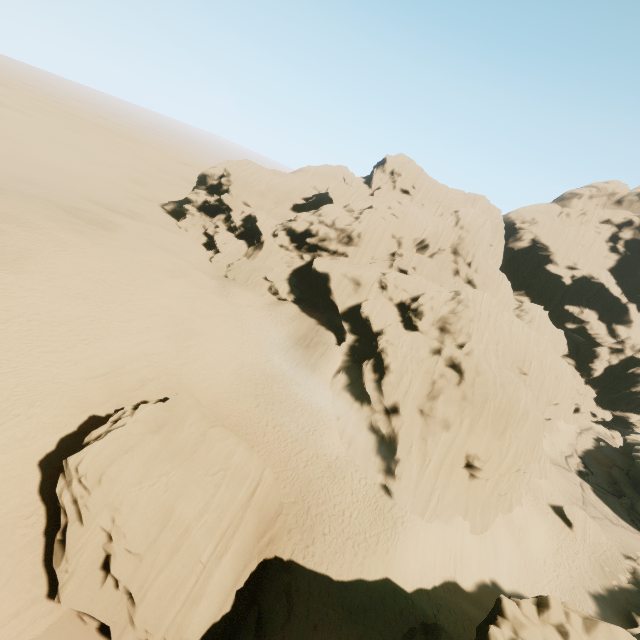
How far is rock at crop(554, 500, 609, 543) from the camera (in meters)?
31.89

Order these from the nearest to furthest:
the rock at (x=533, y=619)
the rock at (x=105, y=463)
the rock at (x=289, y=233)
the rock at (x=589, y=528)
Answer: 1. the rock at (x=533, y=619)
2. the rock at (x=105, y=463)
3. the rock at (x=289, y=233)
4. the rock at (x=589, y=528)

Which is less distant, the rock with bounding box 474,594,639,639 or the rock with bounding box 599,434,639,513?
the rock with bounding box 474,594,639,639

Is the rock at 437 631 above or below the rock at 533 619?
below

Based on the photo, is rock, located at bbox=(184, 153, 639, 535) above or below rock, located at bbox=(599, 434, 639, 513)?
above

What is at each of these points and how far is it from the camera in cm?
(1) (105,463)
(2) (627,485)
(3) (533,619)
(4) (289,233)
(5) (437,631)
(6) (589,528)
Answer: (1) rock, 1256
(2) rock, 4194
(3) rock, 989
(4) rock, 5191
(5) rock, 991
(6) rock, 3225

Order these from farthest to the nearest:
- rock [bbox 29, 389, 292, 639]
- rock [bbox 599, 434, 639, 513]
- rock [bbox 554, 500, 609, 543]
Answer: rock [bbox 599, 434, 639, 513], rock [bbox 554, 500, 609, 543], rock [bbox 29, 389, 292, 639]
